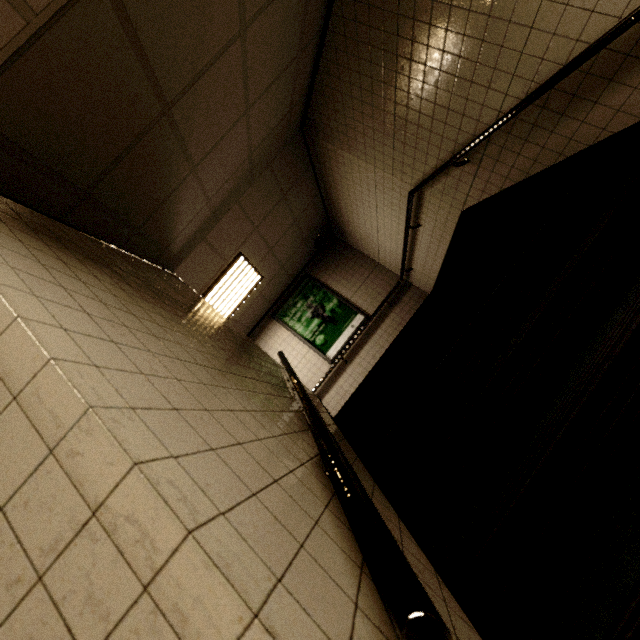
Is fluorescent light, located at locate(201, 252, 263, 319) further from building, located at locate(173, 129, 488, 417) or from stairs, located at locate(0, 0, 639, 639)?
stairs, located at locate(0, 0, 639, 639)

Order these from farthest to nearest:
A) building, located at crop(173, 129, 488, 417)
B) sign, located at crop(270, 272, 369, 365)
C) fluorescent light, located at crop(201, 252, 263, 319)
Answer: sign, located at crop(270, 272, 369, 365) → fluorescent light, located at crop(201, 252, 263, 319) → building, located at crop(173, 129, 488, 417)

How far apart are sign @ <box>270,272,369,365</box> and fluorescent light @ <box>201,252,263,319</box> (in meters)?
1.06

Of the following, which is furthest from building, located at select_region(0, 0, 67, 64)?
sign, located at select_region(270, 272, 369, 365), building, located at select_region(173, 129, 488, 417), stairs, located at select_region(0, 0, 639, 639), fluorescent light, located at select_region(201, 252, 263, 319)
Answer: sign, located at select_region(270, 272, 369, 365)

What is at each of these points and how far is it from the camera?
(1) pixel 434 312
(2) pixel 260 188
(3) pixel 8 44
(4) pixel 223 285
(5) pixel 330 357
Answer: (1) stairs, 3.17m
(2) building, 4.82m
(3) building, 1.14m
(4) fluorescent light, 5.42m
(5) sign, 6.62m

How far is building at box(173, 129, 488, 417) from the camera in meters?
4.6 m

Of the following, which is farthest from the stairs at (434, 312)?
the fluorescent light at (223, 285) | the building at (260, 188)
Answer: the fluorescent light at (223, 285)

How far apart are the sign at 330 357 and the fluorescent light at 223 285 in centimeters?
106cm
